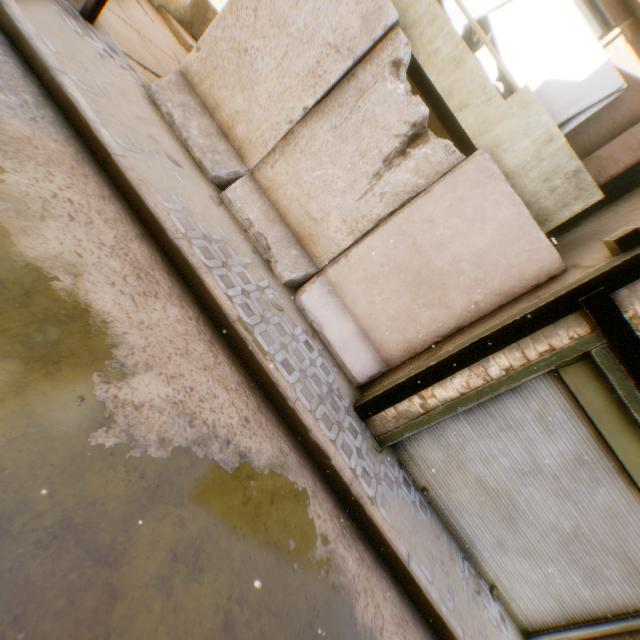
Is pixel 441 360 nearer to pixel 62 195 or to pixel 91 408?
pixel 91 408

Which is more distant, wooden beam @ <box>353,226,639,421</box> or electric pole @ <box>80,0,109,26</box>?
electric pole @ <box>80,0,109,26</box>

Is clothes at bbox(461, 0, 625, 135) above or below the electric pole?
above

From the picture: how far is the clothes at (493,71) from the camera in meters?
5.2

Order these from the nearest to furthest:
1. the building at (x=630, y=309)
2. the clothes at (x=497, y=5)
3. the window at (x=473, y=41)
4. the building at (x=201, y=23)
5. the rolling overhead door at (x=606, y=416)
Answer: the building at (x=630, y=309), the rolling overhead door at (x=606, y=416), the clothes at (x=497, y=5), the window at (x=473, y=41), the building at (x=201, y=23)

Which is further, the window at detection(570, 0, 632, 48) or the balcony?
the window at detection(570, 0, 632, 48)

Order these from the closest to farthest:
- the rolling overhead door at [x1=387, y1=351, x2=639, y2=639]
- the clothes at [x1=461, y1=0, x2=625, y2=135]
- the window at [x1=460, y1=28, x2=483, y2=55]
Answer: the rolling overhead door at [x1=387, y1=351, x2=639, y2=639]
the clothes at [x1=461, y1=0, x2=625, y2=135]
the window at [x1=460, y1=28, x2=483, y2=55]

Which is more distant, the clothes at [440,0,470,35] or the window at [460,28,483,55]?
the window at [460,28,483,55]
